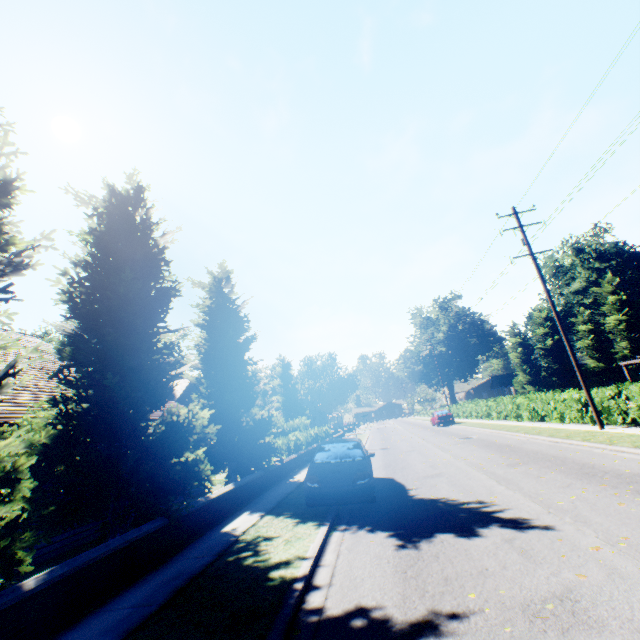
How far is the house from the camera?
55.3 meters

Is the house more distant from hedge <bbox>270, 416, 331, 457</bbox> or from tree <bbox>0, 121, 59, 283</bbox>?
hedge <bbox>270, 416, 331, 457</bbox>

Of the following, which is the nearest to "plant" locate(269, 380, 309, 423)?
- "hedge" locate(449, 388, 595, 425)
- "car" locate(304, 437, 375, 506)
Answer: "hedge" locate(449, 388, 595, 425)

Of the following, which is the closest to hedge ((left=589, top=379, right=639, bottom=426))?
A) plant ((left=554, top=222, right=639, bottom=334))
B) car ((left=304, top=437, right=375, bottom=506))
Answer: car ((left=304, top=437, right=375, bottom=506))

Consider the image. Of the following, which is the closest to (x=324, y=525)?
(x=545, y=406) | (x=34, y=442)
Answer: (x=34, y=442)

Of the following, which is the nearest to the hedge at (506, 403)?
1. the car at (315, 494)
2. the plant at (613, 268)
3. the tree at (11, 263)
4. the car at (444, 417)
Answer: the tree at (11, 263)

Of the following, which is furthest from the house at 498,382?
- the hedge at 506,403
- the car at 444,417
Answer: the car at 444,417
